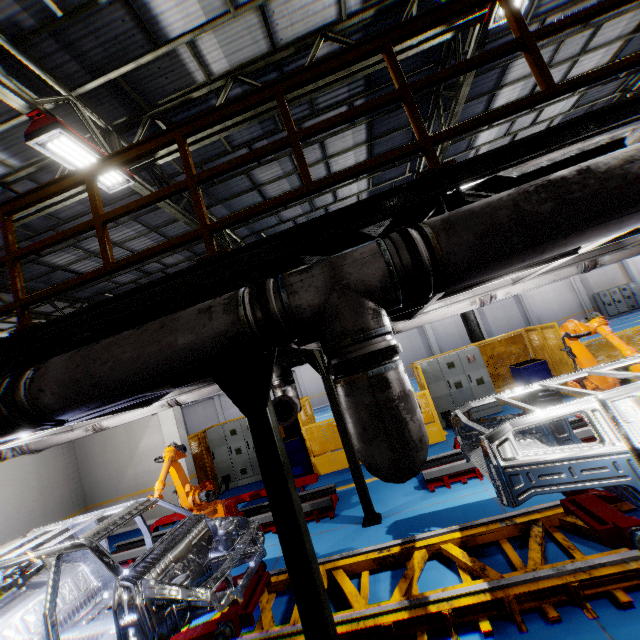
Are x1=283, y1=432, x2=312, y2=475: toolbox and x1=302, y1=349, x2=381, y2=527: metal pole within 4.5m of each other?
yes

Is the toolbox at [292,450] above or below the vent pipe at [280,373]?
below

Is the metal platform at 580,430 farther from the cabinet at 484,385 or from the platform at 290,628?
the cabinet at 484,385

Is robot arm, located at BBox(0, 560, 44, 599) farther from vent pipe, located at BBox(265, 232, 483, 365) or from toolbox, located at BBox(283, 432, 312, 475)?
toolbox, located at BBox(283, 432, 312, 475)

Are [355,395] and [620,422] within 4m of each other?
yes

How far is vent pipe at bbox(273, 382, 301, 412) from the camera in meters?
6.7 m

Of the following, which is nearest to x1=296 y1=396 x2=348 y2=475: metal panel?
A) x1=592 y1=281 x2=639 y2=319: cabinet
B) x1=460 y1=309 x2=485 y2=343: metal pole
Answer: x1=460 y1=309 x2=485 y2=343: metal pole

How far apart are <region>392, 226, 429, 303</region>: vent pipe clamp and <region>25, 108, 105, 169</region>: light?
5.7 meters
